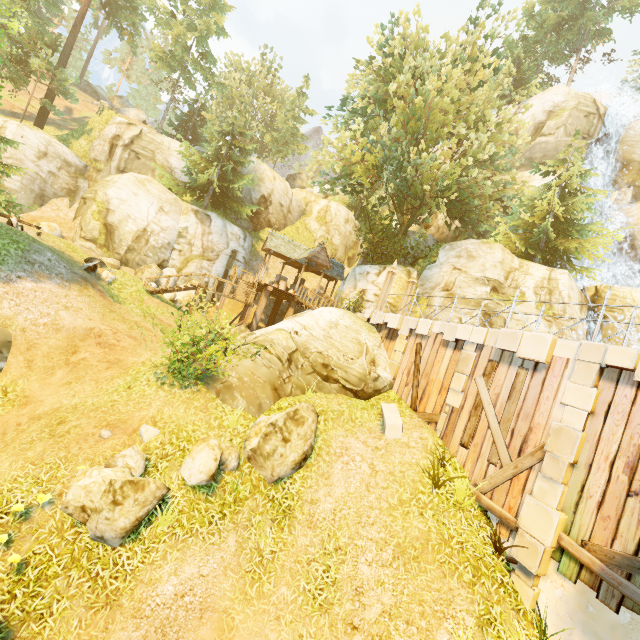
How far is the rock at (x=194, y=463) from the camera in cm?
757

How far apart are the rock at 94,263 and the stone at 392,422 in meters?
14.8

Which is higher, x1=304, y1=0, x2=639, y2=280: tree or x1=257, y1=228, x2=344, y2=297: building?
x1=304, y1=0, x2=639, y2=280: tree

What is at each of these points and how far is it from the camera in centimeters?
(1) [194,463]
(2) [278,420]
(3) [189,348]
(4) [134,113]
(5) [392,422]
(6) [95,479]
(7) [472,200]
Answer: (1) rock, 764cm
(2) rock, 846cm
(3) bush, 999cm
(4) rock, 5353cm
(5) stone, 986cm
(6) rock, 662cm
(7) tree, 1922cm

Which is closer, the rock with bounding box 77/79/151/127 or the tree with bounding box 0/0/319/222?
the tree with bounding box 0/0/319/222

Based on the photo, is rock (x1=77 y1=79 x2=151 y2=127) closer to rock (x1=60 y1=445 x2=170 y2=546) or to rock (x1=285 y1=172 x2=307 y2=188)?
rock (x1=285 y1=172 x2=307 y2=188)

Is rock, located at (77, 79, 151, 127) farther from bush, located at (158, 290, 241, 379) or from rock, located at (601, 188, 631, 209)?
rock, located at (601, 188, 631, 209)

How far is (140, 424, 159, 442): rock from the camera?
8.1 meters
